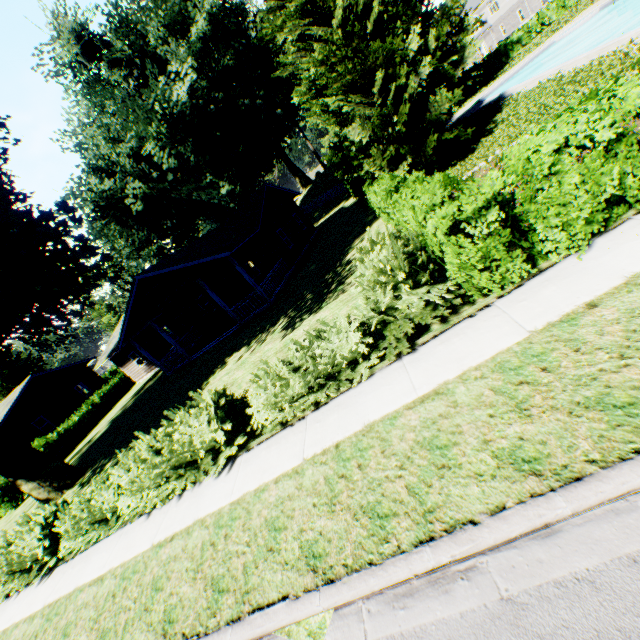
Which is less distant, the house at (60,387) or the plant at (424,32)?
the house at (60,387)

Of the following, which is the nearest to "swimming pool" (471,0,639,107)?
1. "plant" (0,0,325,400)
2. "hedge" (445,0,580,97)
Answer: "plant" (0,0,325,400)

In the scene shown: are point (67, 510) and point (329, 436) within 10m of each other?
yes

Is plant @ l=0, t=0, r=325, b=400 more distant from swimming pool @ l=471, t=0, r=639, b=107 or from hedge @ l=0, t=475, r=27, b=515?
swimming pool @ l=471, t=0, r=639, b=107

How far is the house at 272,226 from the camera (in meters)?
18.11

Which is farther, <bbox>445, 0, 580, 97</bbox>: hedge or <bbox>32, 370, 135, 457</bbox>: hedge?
<bbox>445, 0, 580, 97</bbox>: hedge

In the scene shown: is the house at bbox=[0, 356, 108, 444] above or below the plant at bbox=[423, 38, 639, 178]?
above

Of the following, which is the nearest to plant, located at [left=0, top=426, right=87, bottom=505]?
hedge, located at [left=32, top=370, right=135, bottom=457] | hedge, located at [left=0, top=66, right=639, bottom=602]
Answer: hedge, located at [left=0, top=66, right=639, bottom=602]
